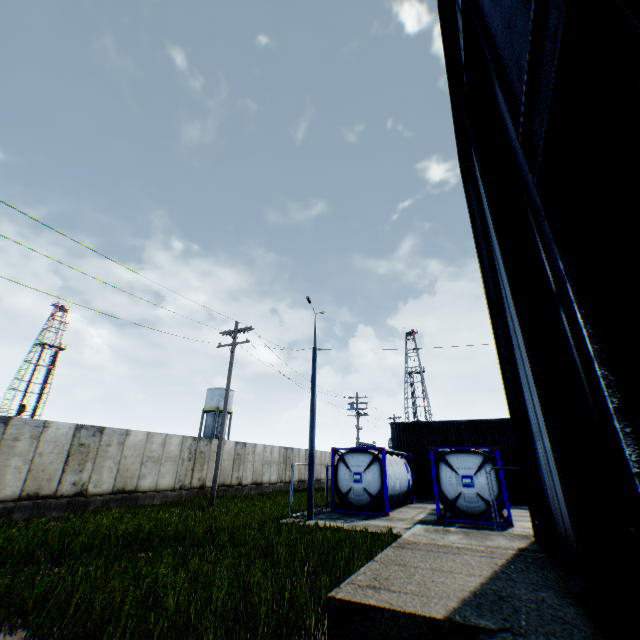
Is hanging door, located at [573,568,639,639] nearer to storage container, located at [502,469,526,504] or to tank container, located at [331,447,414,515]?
tank container, located at [331,447,414,515]

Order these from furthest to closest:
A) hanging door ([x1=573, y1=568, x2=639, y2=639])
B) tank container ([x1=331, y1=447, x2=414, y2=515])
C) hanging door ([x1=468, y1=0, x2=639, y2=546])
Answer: tank container ([x1=331, y1=447, x2=414, y2=515]), hanging door ([x1=573, y1=568, x2=639, y2=639]), hanging door ([x1=468, y1=0, x2=639, y2=546])

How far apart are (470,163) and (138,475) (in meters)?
20.18

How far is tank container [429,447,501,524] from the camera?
13.8 meters

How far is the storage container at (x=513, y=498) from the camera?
21.09m

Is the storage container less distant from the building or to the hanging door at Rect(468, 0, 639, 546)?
the building

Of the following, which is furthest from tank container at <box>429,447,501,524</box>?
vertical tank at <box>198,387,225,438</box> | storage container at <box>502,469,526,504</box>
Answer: vertical tank at <box>198,387,225,438</box>

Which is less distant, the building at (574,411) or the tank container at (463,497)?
the building at (574,411)
